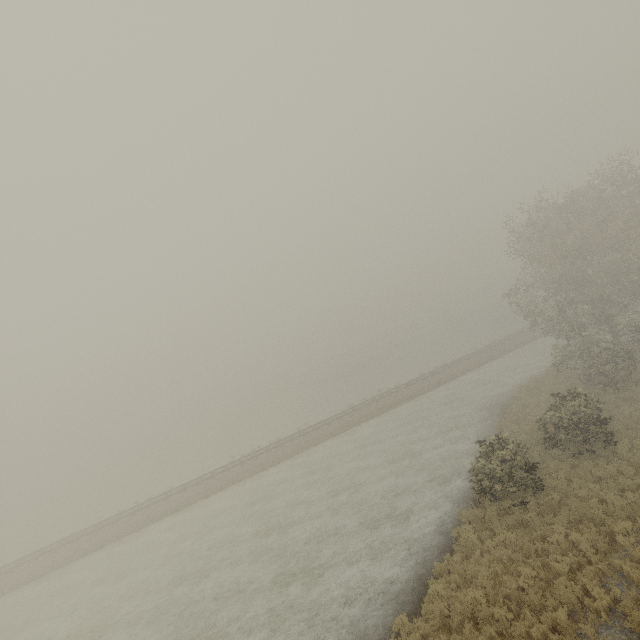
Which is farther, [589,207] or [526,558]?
[589,207]
